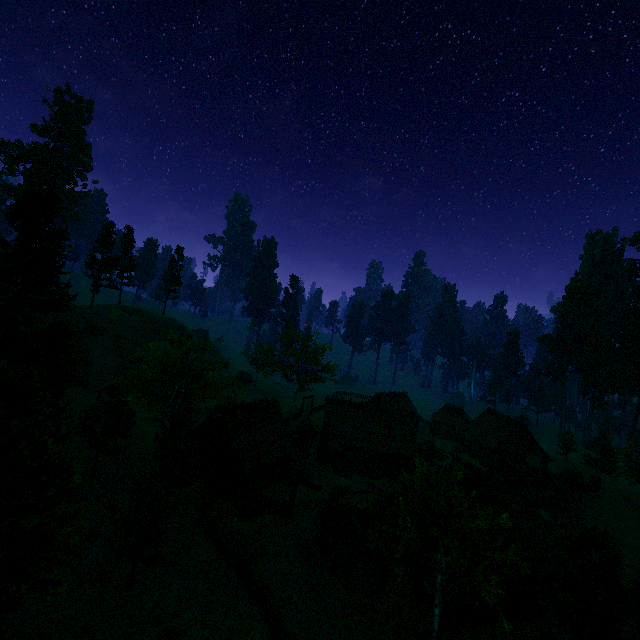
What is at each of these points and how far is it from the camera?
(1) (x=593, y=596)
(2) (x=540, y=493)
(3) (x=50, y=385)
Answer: (1) treerock, 16.2 meters
(2) building, 25.8 meters
(3) treerock, 22.8 meters

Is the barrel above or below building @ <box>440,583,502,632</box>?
above

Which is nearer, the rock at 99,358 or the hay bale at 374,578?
the hay bale at 374,578

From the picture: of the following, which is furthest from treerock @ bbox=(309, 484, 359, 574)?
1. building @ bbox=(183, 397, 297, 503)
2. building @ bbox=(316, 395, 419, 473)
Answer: building @ bbox=(183, 397, 297, 503)

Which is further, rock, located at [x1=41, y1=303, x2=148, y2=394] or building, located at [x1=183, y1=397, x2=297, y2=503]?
rock, located at [x1=41, y1=303, x2=148, y2=394]

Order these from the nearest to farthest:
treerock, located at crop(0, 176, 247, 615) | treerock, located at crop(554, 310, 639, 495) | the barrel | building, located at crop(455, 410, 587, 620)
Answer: treerock, located at crop(0, 176, 247, 615) → building, located at crop(455, 410, 587, 620) → the barrel → treerock, located at crop(554, 310, 639, 495)

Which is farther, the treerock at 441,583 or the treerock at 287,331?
the treerock at 287,331

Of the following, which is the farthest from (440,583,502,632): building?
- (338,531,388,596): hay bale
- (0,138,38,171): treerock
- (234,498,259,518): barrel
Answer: (234,498,259,518): barrel
